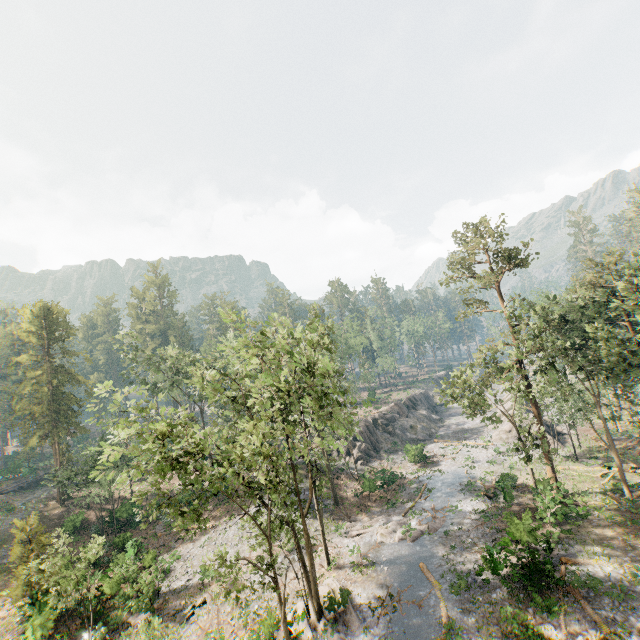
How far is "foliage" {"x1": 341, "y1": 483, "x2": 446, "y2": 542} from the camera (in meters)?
26.97

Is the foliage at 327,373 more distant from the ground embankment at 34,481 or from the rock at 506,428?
the rock at 506,428

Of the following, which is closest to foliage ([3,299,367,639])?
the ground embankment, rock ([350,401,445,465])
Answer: the ground embankment

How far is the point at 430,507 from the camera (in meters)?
30.83

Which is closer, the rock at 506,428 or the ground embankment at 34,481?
the rock at 506,428

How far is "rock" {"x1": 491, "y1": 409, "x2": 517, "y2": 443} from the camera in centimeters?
4272cm
